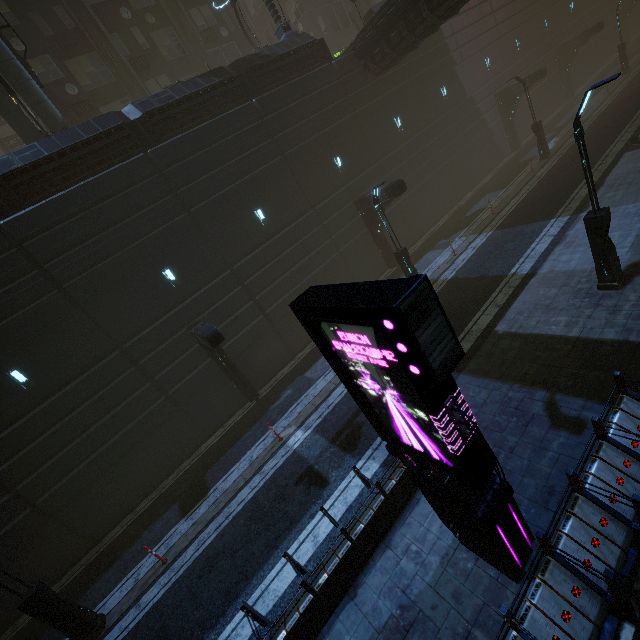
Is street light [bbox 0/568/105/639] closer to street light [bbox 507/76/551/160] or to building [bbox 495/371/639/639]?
building [bbox 495/371/639/639]

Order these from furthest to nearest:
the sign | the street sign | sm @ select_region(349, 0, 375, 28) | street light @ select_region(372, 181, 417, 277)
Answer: sm @ select_region(349, 0, 375, 28)
the street sign
street light @ select_region(372, 181, 417, 277)
the sign

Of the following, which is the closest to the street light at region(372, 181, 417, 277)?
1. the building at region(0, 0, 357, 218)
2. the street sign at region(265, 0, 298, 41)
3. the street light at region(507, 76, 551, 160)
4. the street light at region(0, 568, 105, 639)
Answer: the building at region(0, 0, 357, 218)

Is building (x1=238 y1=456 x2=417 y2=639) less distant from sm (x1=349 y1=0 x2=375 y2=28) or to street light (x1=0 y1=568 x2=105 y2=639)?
sm (x1=349 y1=0 x2=375 y2=28)

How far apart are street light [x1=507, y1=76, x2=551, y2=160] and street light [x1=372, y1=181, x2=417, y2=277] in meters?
14.9 m

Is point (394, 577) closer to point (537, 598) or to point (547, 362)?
point (537, 598)

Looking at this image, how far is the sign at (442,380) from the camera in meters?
3.2 m

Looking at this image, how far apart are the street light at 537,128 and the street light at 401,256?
14.9m
